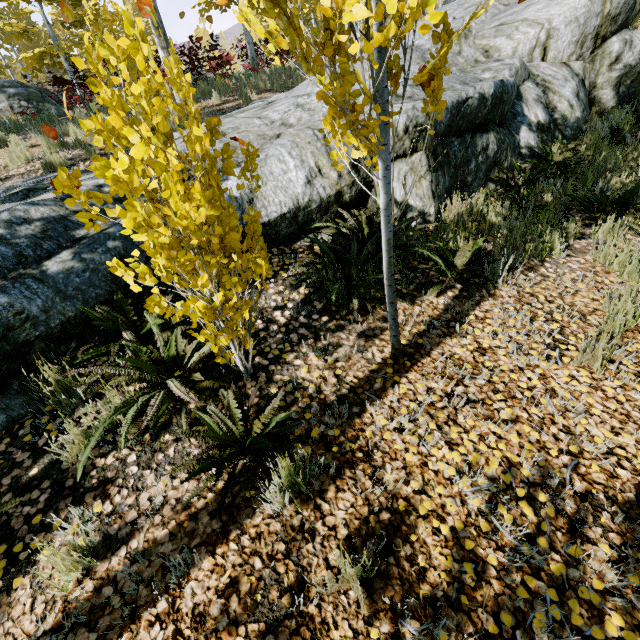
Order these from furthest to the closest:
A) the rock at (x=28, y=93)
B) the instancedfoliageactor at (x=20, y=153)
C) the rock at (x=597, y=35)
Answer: the rock at (x=28, y=93) < the instancedfoliageactor at (x=20, y=153) < the rock at (x=597, y=35)

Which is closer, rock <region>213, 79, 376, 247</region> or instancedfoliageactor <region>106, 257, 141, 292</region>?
instancedfoliageactor <region>106, 257, 141, 292</region>

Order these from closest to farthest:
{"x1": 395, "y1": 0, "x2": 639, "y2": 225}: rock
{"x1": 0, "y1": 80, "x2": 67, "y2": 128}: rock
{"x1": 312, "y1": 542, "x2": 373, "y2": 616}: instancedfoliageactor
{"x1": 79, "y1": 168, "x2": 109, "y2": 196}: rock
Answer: {"x1": 312, "y1": 542, "x2": 373, "y2": 616}: instancedfoliageactor → {"x1": 79, "y1": 168, "x2": 109, "y2": 196}: rock → {"x1": 395, "y1": 0, "x2": 639, "y2": 225}: rock → {"x1": 0, "y1": 80, "x2": 67, "y2": 128}: rock

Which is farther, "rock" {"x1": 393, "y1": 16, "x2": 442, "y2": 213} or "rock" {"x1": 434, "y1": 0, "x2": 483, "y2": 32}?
"rock" {"x1": 434, "y1": 0, "x2": 483, "y2": 32}

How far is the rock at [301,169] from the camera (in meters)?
3.62

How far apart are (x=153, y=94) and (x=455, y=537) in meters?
2.7

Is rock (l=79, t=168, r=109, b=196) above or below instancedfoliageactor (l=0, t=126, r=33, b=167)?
below
